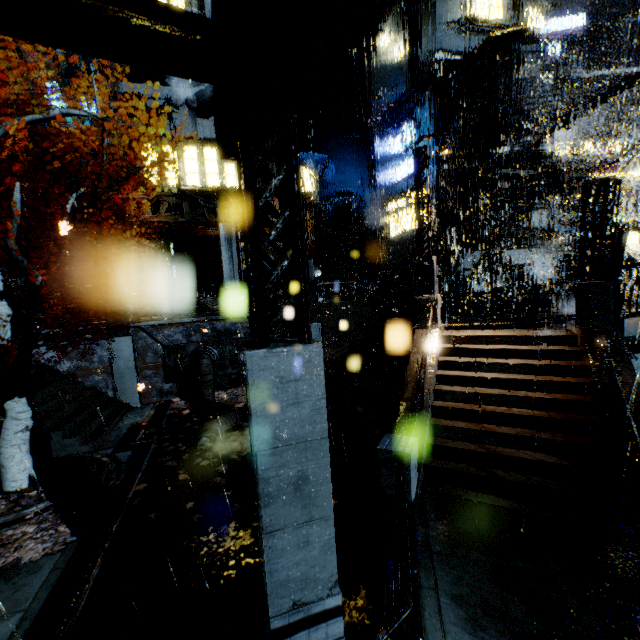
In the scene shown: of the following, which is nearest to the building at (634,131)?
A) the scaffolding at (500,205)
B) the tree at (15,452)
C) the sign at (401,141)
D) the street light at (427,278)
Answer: the sign at (401,141)

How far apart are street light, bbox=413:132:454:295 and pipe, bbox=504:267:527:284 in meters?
11.8 m

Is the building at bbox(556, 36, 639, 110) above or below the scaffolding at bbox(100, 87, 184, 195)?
above

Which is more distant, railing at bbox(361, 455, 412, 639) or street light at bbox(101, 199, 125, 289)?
street light at bbox(101, 199, 125, 289)

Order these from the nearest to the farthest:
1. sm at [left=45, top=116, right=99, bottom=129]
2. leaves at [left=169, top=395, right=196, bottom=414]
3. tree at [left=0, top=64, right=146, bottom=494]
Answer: tree at [left=0, top=64, right=146, bottom=494], leaves at [left=169, top=395, right=196, bottom=414], sm at [left=45, top=116, right=99, bottom=129]

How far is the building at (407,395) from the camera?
9.6 meters

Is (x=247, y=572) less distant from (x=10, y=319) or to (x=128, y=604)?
(x=128, y=604)

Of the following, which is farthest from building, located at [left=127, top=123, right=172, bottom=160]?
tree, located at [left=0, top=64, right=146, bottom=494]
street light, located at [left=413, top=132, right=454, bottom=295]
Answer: tree, located at [left=0, top=64, right=146, bottom=494]
